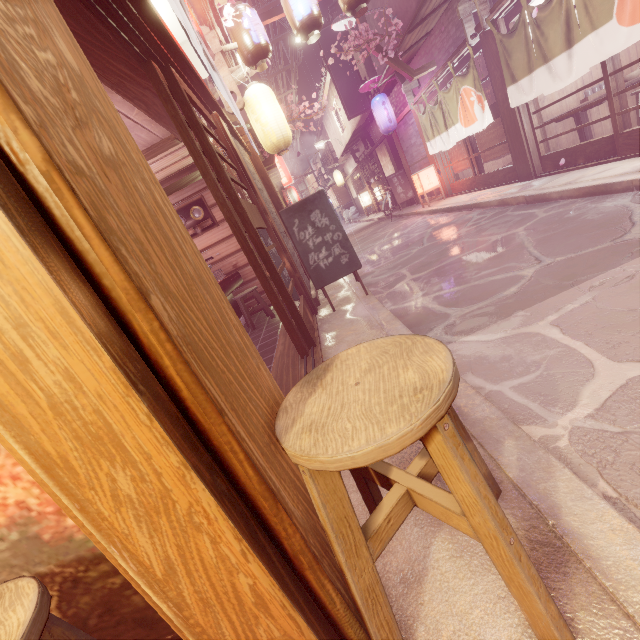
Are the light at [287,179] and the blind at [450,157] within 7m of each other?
no

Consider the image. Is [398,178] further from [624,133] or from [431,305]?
[431,305]

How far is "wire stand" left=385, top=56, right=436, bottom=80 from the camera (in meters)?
14.53

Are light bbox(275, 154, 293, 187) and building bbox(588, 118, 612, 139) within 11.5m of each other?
no

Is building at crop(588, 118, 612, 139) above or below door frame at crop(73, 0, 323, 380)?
below

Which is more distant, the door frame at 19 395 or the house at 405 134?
the house at 405 134

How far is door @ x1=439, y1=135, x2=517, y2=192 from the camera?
12.9m

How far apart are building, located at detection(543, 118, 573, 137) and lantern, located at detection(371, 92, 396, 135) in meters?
9.1 m
